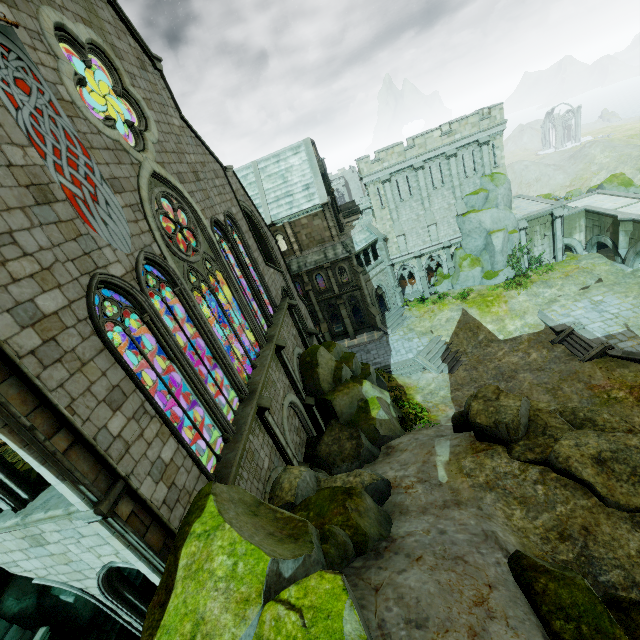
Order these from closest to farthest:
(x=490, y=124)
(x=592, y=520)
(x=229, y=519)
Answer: (x=229, y=519) → (x=592, y=520) → (x=490, y=124)

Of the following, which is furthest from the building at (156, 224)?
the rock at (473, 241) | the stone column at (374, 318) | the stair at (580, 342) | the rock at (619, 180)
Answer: the rock at (619, 180)

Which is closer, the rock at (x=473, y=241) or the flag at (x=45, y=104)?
the flag at (x=45, y=104)

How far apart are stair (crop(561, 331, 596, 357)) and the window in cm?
1626

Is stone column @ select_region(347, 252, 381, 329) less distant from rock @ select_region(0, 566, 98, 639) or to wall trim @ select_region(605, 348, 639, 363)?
wall trim @ select_region(605, 348, 639, 363)

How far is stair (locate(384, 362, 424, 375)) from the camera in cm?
2873

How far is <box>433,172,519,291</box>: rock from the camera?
31.9 meters

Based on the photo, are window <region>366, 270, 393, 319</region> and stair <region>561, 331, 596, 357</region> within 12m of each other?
no
